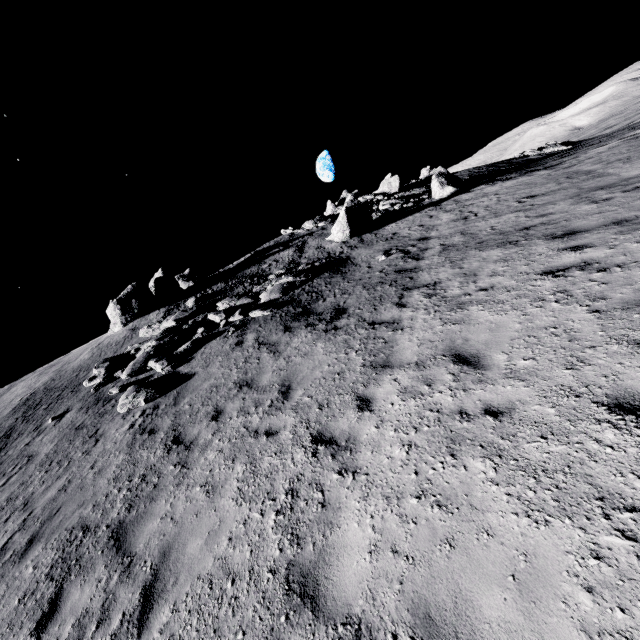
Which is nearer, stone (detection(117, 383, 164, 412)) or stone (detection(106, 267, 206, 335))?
stone (detection(117, 383, 164, 412))

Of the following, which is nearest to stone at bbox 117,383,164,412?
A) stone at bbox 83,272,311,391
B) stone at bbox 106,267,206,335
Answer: stone at bbox 83,272,311,391

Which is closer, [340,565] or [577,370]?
[340,565]

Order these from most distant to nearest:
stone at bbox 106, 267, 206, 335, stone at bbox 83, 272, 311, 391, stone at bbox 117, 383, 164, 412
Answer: stone at bbox 106, 267, 206, 335 → stone at bbox 83, 272, 311, 391 → stone at bbox 117, 383, 164, 412

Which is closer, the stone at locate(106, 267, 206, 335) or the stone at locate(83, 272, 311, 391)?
the stone at locate(83, 272, 311, 391)

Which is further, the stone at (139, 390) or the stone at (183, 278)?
the stone at (183, 278)

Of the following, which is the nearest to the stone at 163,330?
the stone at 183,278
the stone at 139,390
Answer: the stone at 139,390

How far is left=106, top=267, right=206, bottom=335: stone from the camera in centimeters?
2009cm
